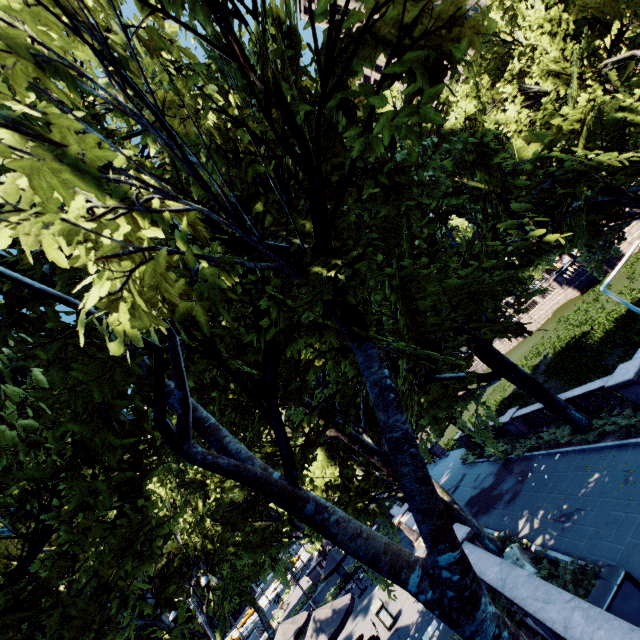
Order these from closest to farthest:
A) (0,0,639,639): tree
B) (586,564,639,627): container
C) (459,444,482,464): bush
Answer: (0,0,639,639): tree, (586,564,639,627): container, (459,444,482,464): bush

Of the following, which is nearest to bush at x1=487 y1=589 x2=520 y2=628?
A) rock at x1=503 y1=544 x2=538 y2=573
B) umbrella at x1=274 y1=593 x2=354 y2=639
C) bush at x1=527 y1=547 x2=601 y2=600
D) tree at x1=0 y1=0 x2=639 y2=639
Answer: tree at x1=0 y1=0 x2=639 y2=639

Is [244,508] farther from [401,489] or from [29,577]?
[29,577]

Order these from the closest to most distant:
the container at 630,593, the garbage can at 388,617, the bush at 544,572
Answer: the container at 630,593, the bush at 544,572, the garbage can at 388,617

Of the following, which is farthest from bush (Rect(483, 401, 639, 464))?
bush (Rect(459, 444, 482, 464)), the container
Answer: bush (Rect(459, 444, 482, 464))

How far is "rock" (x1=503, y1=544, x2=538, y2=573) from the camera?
11.1 meters

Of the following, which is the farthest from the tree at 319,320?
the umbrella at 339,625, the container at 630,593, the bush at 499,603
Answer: the container at 630,593

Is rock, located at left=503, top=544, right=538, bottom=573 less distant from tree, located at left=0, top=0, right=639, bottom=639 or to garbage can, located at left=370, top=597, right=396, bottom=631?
tree, located at left=0, top=0, right=639, bottom=639
